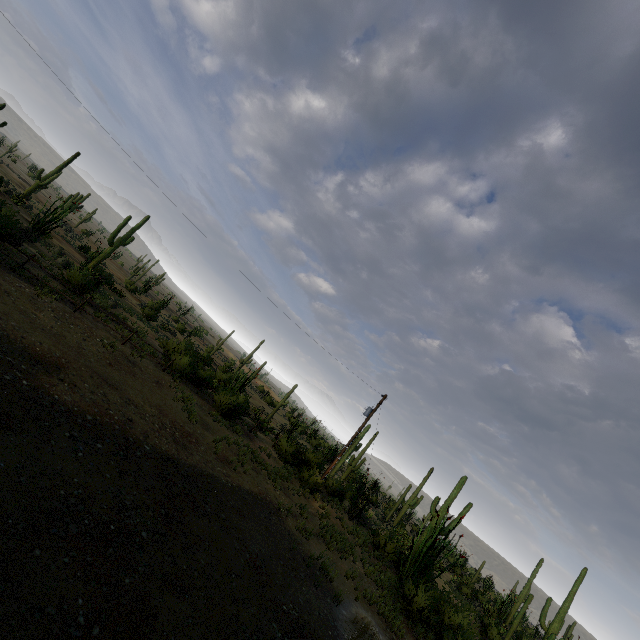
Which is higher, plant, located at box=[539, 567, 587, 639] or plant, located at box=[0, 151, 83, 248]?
plant, located at box=[539, 567, 587, 639]

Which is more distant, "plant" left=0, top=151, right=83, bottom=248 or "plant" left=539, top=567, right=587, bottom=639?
"plant" left=539, top=567, right=587, bottom=639

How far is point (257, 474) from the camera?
15.59m

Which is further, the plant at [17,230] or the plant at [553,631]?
the plant at [553,631]

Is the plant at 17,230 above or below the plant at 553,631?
below
